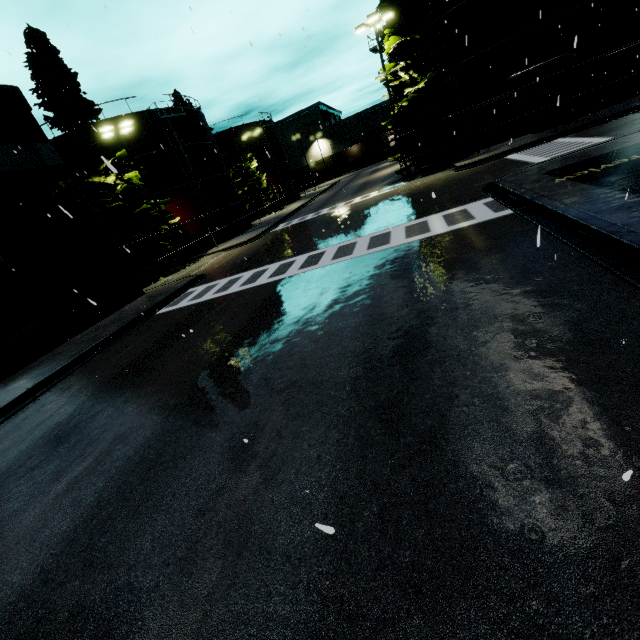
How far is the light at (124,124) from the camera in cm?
2059

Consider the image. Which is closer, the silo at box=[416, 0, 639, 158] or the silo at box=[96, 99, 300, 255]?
the silo at box=[416, 0, 639, 158]

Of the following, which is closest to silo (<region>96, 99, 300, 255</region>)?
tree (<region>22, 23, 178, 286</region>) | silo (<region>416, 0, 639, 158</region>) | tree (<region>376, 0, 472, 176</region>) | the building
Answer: tree (<region>22, 23, 178, 286</region>)

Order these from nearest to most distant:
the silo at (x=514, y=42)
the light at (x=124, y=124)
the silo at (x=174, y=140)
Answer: the silo at (x=514, y=42), the light at (x=124, y=124), the silo at (x=174, y=140)

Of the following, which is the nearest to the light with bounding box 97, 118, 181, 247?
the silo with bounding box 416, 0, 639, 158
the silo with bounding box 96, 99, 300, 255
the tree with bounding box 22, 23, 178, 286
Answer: the tree with bounding box 22, 23, 178, 286

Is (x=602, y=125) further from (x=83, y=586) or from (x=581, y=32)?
(x=83, y=586)

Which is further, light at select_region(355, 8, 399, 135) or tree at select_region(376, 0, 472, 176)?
tree at select_region(376, 0, 472, 176)

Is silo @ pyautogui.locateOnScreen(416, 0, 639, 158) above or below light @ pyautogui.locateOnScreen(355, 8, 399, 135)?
below
